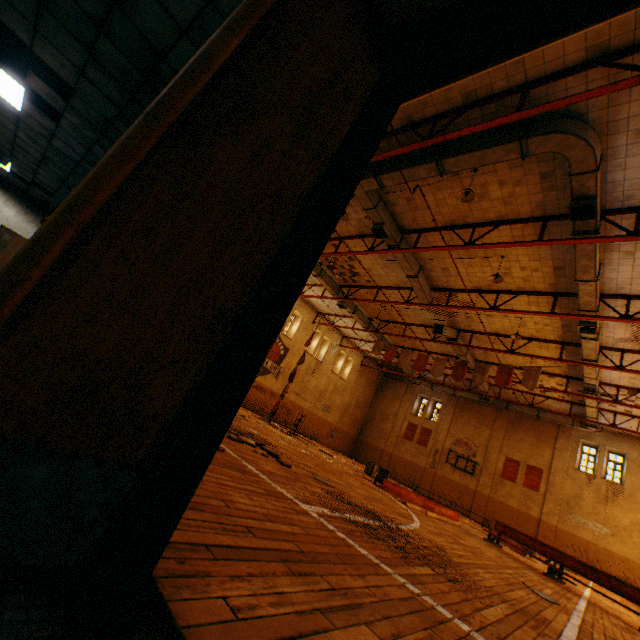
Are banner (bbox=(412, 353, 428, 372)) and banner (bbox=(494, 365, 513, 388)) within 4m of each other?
yes

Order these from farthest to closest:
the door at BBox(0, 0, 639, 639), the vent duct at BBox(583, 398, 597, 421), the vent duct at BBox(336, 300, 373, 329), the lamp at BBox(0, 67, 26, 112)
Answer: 1. the vent duct at BBox(336, 300, 373, 329)
2. the vent duct at BBox(583, 398, 597, 421)
3. the lamp at BBox(0, 67, 26, 112)
4. the door at BBox(0, 0, 639, 639)

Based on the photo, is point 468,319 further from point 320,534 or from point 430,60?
point 430,60

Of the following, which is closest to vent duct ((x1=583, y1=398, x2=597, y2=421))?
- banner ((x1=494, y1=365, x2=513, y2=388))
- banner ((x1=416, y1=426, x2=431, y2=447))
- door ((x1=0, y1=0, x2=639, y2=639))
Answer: banner ((x1=494, y1=365, x2=513, y2=388))

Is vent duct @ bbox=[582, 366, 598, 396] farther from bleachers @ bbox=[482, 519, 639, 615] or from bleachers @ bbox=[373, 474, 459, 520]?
bleachers @ bbox=[373, 474, 459, 520]

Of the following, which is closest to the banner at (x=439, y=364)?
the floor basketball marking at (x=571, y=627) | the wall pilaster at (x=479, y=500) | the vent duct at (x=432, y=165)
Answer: the vent duct at (x=432, y=165)

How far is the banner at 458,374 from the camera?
16.64m

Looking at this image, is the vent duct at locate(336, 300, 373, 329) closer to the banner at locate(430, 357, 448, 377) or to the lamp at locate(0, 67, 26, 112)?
the banner at locate(430, 357, 448, 377)
